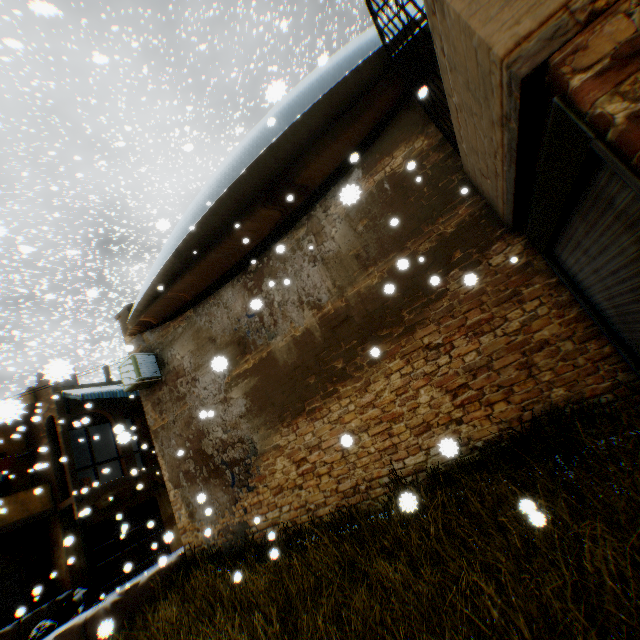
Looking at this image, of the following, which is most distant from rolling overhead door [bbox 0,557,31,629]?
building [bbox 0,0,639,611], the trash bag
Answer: the trash bag

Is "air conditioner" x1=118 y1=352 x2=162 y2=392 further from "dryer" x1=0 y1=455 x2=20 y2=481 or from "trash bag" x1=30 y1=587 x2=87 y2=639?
"trash bag" x1=30 y1=587 x2=87 y2=639

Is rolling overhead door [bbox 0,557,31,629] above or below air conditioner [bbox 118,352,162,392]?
below

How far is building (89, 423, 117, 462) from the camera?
20.0 meters

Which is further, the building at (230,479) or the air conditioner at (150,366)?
the air conditioner at (150,366)

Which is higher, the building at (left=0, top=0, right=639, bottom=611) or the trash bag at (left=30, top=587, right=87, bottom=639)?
the building at (left=0, top=0, right=639, bottom=611)

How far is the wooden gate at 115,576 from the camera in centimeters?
1373cm

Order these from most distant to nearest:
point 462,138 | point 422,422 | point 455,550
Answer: point 422,422 → point 462,138 → point 455,550
